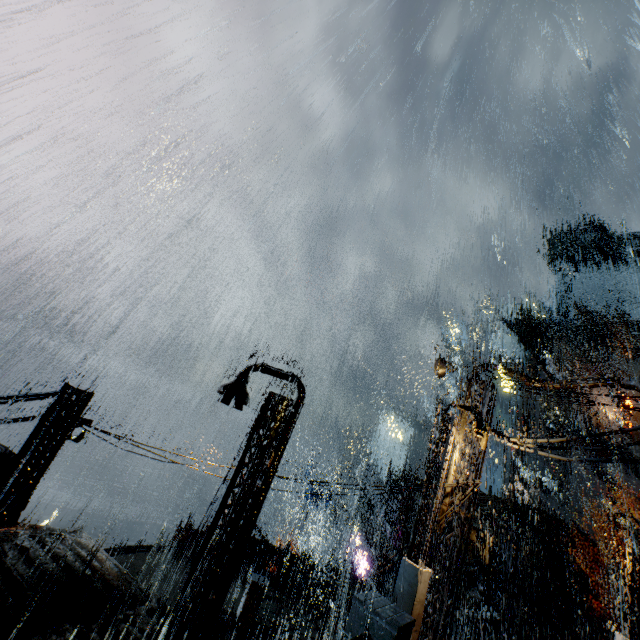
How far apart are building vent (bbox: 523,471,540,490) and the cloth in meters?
27.8

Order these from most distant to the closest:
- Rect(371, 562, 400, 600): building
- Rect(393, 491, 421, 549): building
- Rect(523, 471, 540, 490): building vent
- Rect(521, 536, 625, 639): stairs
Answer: Rect(523, 471, 540, 490): building vent
Rect(393, 491, 421, 549): building
Rect(521, 536, 625, 639): stairs
Rect(371, 562, 400, 600): building

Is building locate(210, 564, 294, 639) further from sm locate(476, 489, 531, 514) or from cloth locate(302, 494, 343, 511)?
cloth locate(302, 494, 343, 511)

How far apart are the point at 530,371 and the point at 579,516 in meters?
20.3

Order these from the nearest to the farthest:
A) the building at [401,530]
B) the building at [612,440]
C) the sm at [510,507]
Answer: the sm at [510,507], the building at [401,530], the building at [612,440]

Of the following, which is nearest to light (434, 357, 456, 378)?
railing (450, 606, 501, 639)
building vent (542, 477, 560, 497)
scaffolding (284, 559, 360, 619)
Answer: railing (450, 606, 501, 639)

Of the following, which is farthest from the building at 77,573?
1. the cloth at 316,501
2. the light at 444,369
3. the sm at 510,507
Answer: the cloth at 316,501

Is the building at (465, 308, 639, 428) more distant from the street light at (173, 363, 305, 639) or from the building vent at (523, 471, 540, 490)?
the street light at (173, 363, 305, 639)
